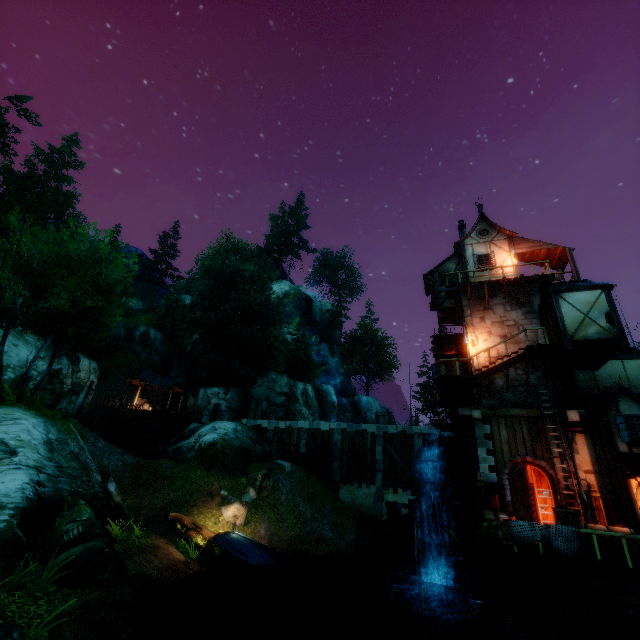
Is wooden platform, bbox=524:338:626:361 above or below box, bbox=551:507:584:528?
above

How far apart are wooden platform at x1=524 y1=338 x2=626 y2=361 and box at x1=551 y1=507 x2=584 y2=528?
6.87m

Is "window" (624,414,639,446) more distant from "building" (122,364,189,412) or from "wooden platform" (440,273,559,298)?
"building" (122,364,189,412)

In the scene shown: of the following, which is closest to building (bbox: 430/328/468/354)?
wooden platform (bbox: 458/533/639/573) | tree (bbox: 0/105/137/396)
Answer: wooden platform (bbox: 458/533/639/573)

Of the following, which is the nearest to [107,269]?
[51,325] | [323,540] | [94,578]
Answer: [51,325]

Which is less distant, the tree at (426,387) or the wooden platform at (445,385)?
the wooden platform at (445,385)

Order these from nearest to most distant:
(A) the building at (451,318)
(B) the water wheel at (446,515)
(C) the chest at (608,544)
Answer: (C) the chest at (608,544), (B) the water wheel at (446,515), (A) the building at (451,318)

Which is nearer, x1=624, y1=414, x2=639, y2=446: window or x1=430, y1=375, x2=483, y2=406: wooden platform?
x1=624, y1=414, x2=639, y2=446: window
